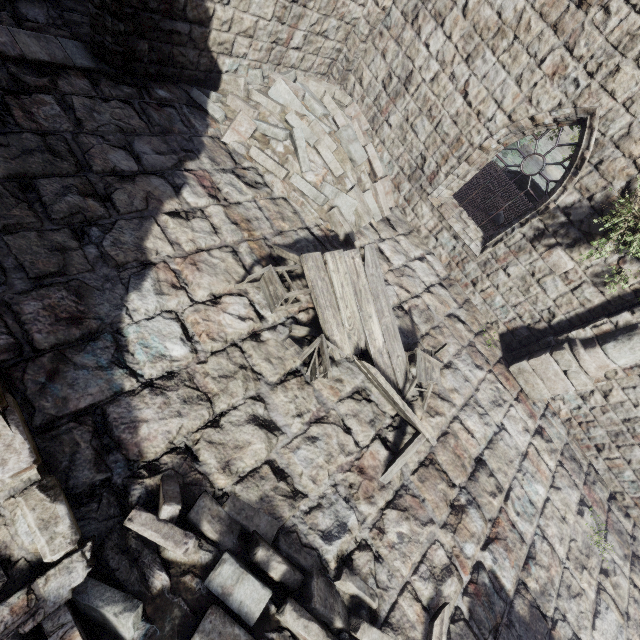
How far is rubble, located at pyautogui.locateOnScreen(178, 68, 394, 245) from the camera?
6.88m

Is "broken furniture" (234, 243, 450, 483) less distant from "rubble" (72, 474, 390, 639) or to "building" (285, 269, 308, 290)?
"building" (285, 269, 308, 290)

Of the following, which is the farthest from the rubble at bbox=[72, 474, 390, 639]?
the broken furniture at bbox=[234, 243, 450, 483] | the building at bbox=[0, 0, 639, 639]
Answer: the broken furniture at bbox=[234, 243, 450, 483]

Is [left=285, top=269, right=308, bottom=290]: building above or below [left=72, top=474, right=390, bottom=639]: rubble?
below

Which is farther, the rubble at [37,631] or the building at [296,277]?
the building at [296,277]

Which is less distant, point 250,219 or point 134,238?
point 134,238

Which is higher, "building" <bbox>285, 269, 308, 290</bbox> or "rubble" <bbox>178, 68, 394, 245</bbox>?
"rubble" <bbox>178, 68, 394, 245</bbox>

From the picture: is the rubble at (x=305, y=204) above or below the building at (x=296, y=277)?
above
